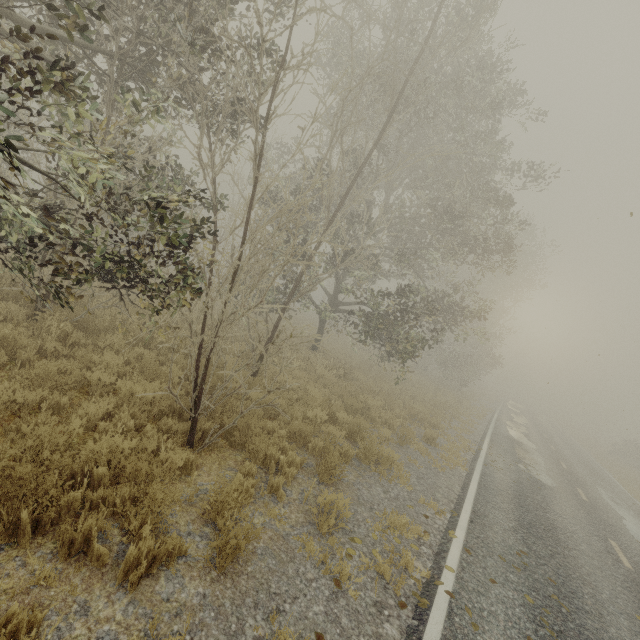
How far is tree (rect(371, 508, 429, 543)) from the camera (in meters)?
5.46

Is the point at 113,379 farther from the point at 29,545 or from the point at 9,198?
the point at 9,198

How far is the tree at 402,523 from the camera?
5.46m

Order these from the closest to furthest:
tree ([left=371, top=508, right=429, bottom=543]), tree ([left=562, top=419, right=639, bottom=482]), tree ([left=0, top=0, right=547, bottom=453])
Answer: tree ([left=0, top=0, right=547, bottom=453]), tree ([left=371, top=508, right=429, bottom=543]), tree ([left=562, top=419, right=639, bottom=482])

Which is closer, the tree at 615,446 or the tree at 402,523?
the tree at 402,523

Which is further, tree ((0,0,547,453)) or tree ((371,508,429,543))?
tree ((371,508,429,543))

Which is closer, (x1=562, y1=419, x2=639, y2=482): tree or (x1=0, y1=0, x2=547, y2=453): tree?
(x1=0, y1=0, x2=547, y2=453): tree
